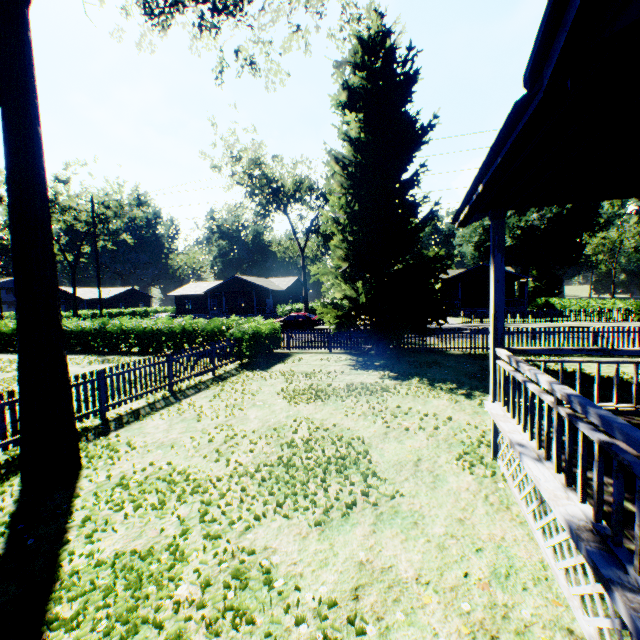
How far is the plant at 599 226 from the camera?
46.4m

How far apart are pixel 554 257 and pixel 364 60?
48.71m

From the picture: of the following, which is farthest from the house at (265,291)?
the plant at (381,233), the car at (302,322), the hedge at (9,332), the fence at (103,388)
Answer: the plant at (381,233)

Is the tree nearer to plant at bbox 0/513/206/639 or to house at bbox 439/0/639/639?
plant at bbox 0/513/206/639

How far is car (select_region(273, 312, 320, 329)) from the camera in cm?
3069

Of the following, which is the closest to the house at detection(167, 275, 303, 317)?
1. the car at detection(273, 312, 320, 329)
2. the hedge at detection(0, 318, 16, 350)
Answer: the car at detection(273, 312, 320, 329)

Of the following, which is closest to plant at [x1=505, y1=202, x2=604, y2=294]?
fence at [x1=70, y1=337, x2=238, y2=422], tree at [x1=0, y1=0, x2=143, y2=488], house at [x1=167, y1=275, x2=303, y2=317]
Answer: fence at [x1=70, y1=337, x2=238, y2=422]

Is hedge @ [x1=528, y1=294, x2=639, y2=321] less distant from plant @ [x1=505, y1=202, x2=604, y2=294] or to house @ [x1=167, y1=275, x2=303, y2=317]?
plant @ [x1=505, y1=202, x2=604, y2=294]
